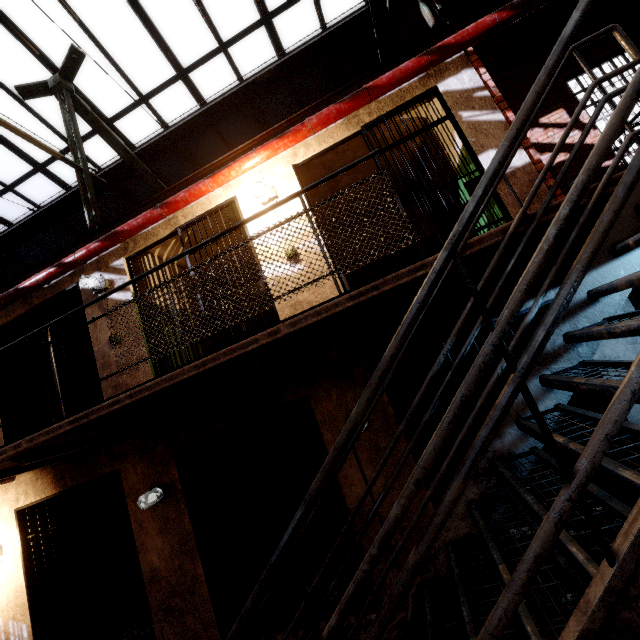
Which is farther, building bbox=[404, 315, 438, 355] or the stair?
building bbox=[404, 315, 438, 355]

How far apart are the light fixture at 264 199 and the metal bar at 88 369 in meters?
3.3 m

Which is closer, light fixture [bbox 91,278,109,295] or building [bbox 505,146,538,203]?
building [bbox 505,146,538,203]

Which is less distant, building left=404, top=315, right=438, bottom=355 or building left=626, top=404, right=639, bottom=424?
building left=626, top=404, right=639, bottom=424

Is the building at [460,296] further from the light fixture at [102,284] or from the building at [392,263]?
the light fixture at [102,284]

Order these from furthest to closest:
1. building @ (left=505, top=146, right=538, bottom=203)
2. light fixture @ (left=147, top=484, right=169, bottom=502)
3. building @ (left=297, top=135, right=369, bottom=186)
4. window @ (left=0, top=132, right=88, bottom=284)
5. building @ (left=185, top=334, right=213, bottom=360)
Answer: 1. window @ (left=0, top=132, right=88, bottom=284)
2. building @ (left=185, top=334, right=213, bottom=360)
3. building @ (left=297, top=135, right=369, bottom=186)
4. light fixture @ (left=147, top=484, right=169, bottom=502)
5. building @ (left=505, top=146, right=538, bottom=203)

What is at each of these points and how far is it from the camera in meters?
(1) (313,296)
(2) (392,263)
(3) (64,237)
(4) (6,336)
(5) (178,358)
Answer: (1) building, 4.1 m
(2) building, 7.5 m
(3) window, 8.9 m
(4) building, 6.0 m
(5) building, 5.5 m

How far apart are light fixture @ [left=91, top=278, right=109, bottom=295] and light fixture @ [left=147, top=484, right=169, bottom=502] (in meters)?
2.98
